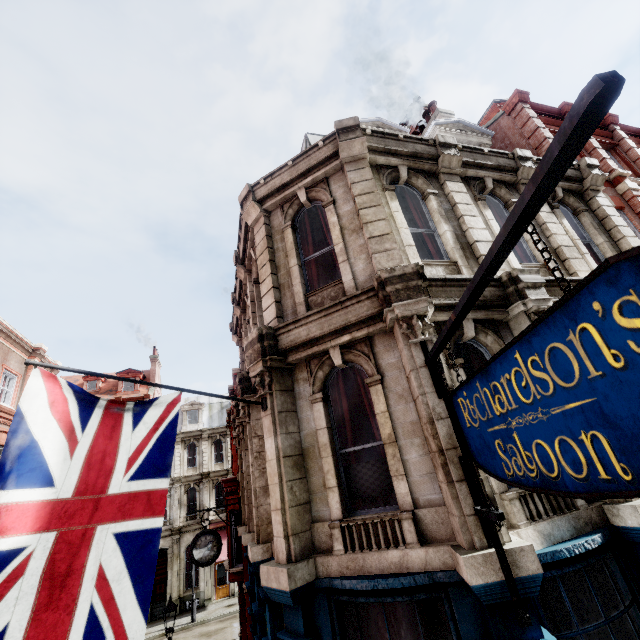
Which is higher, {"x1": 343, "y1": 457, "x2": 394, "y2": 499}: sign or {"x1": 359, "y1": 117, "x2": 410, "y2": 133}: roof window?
{"x1": 359, "y1": 117, "x2": 410, "y2": 133}: roof window

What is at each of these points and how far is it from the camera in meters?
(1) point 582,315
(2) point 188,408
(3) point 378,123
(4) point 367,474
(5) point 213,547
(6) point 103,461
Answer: (1) sign, 1.6
(2) roof window, 33.8
(3) roof window, 9.7
(4) sign, 5.1
(5) clock, 10.6
(6) flag, 4.1

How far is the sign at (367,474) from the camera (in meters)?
4.91

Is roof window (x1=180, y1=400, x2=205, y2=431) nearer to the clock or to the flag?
the clock

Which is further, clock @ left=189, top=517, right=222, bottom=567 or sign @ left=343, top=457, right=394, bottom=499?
clock @ left=189, top=517, right=222, bottom=567

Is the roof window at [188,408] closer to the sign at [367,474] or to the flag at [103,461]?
the flag at [103,461]

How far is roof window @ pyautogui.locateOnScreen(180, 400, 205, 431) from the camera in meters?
33.1

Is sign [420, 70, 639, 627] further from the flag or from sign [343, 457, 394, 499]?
the flag
